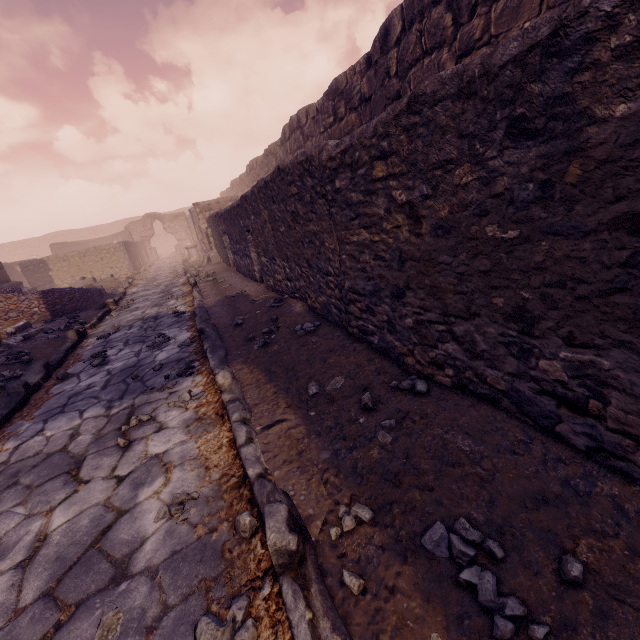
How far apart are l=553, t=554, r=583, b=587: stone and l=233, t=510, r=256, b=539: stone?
0.87m

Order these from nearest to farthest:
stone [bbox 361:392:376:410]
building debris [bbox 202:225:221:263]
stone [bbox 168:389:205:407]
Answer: stone [bbox 361:392:376:410] < stone [bbox 168:389:205:407] < building debris [bbox 202:225:221:263]

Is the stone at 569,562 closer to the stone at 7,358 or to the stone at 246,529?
the stone at 246,529

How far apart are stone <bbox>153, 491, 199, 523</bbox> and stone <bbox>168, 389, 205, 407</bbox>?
1.1m

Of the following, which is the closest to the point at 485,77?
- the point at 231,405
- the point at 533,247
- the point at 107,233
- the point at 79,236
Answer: the point at 533,247

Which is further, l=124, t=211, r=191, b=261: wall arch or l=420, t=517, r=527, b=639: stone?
l=124, t=211, r=191, b=261: wall arch

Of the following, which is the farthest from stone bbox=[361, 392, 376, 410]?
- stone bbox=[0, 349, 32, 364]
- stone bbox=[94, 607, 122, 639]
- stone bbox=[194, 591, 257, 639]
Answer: stone bbox=[0, 349, 32, 364]

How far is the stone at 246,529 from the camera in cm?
161
